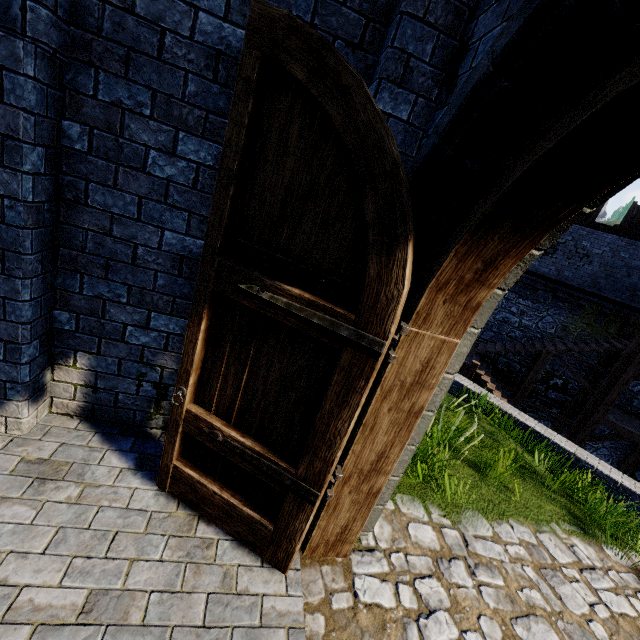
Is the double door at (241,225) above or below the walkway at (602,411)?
above

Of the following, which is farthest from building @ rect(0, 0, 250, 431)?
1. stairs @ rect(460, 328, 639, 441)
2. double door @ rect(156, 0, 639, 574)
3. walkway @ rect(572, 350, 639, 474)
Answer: walkway @ rect(572, 350, 639, 474)

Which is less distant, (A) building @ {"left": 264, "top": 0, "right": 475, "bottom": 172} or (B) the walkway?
(A) building @ {"left": 264, "top": 0, "right": 475, "bottom": 172}

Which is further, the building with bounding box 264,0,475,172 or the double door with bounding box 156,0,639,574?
the building with bounding box 264,0,475,172

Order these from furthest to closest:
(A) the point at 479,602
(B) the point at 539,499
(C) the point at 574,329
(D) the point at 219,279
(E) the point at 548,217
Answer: (C) the point at 574,329 < (B) the point at 539,499 < (A) the point at 479,602 < (D) the point at 219,279 < (E) the point at 548,217

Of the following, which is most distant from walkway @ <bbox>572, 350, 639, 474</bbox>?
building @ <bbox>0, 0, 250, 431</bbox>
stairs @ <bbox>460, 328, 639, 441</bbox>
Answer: building @ <bbox>0, 0, 250, 431</bbox>

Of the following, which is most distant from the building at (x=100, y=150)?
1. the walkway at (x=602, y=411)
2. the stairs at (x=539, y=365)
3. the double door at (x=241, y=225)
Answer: the walkway at (x=602, y=411)
